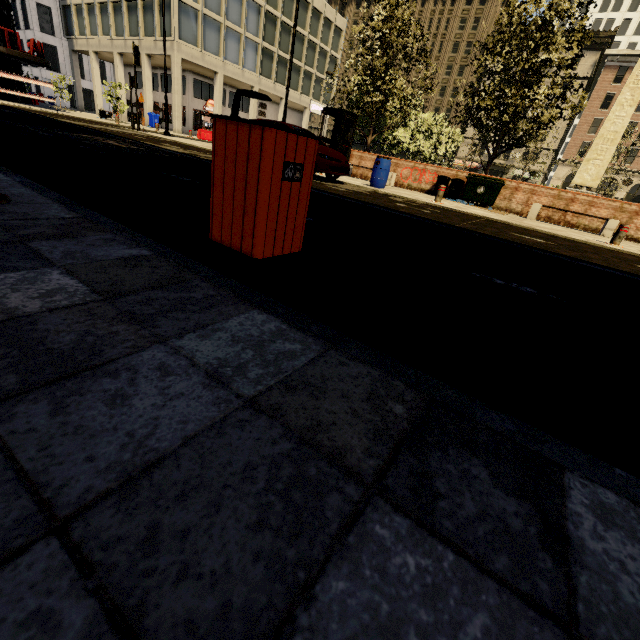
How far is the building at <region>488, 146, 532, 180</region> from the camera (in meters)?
51.16

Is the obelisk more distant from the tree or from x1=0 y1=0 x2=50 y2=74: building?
x1=0 y1=0 x2=50 y2=74: building

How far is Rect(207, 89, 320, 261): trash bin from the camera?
1.8m

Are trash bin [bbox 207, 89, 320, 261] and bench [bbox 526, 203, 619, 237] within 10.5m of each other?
no

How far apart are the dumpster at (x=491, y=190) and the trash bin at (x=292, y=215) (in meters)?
13.30

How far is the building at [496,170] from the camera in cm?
5116

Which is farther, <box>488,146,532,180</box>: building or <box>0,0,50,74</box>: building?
<box>488,146,532,180</box>: building

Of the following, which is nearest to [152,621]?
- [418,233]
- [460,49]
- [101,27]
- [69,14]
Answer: [418,233]
